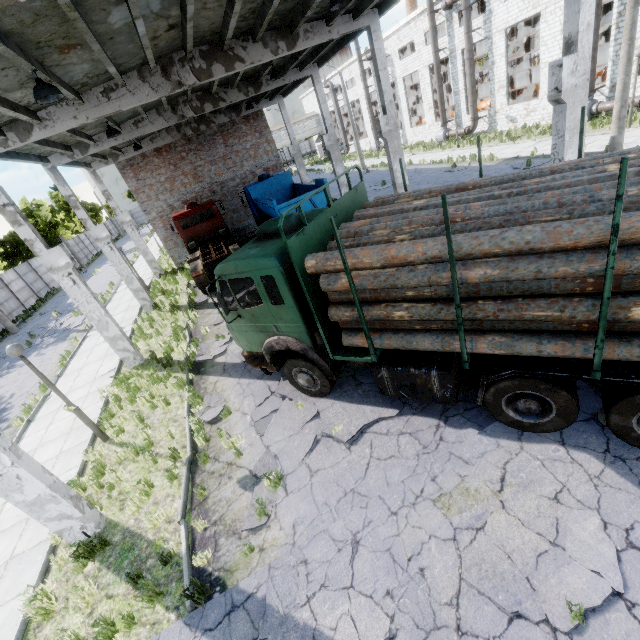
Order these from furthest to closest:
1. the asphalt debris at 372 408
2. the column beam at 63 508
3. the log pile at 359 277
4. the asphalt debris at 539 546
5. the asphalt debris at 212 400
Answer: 1. the asphalt debris at 212 400
2. the asphalt debris at 372 408
3. the column beam at 63 508
4. the asphalt debris at 539 546
5. the log pile at 359 277

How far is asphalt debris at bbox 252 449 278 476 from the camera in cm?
641

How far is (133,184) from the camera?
21.6m

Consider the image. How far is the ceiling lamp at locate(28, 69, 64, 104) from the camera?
6.2 meters

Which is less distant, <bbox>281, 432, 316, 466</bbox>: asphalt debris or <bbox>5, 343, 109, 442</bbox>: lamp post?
<bbox>281, 432, 316, 466</bbox>: asphalt debris

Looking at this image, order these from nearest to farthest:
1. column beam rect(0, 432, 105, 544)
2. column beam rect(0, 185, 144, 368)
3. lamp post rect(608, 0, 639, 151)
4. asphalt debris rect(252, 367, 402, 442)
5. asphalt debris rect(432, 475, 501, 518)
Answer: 1. asphalt debris rect(432, 475, 501, 518)
2. column beam rect(0, 432, 105, 544)
3. asphalt debris rect(252, 367, 402, 442)
4. column beam rect(0, 185, 144, 368)
5. lamp post rect(608, 0, 639, 151)

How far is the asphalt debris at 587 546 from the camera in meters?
3.6 m

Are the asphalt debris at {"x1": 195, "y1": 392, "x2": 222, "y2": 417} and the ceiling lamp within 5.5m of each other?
no
